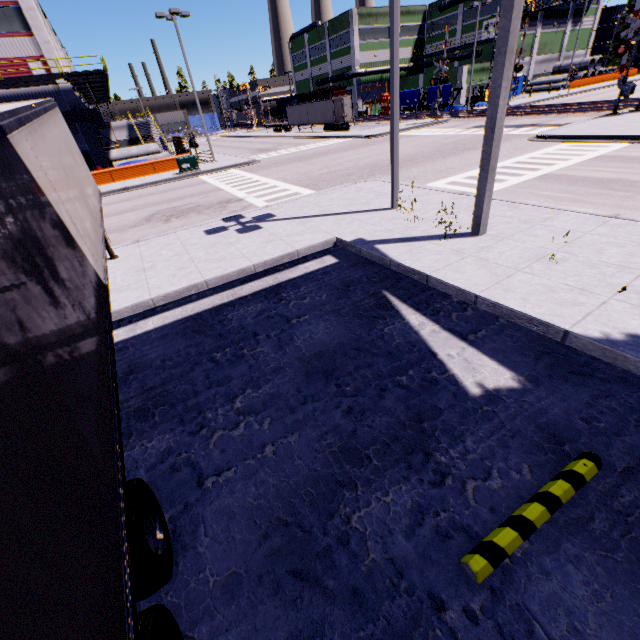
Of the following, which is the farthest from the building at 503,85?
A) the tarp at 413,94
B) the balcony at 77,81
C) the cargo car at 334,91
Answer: the tarp at 413,94

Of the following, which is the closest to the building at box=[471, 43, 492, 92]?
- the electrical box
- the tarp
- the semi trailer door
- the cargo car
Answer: the cargo car

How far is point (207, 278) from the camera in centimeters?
781cm

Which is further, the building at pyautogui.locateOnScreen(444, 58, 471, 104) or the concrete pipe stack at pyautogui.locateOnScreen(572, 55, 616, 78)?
the concrete pipe stack at pyautogui.locateOnScreen(572, 55, 616, 78)

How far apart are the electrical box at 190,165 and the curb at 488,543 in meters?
27.9 m

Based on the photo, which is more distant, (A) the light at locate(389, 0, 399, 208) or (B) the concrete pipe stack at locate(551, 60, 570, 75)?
(B) the concrete pipe stack at locate(551, 60, 570, 75)

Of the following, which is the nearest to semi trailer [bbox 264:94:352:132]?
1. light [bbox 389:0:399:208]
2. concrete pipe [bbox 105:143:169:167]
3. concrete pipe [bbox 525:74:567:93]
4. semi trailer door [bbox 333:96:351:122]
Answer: semi trailer door [bbox 333:96:351:122]

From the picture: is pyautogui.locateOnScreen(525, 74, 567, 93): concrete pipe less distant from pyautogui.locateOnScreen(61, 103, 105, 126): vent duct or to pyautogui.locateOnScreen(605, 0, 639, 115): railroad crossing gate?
pyautogui.locateOnScreen(605, 0, 639, 115): railroad crossing gate
